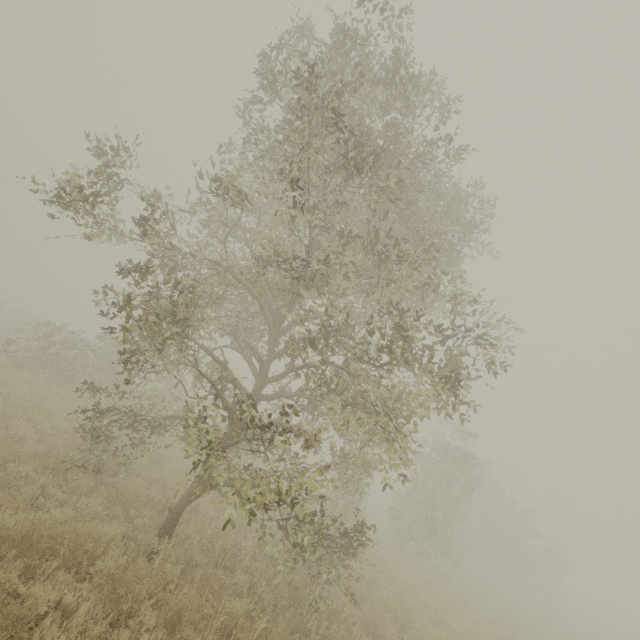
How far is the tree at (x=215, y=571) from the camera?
6.24m

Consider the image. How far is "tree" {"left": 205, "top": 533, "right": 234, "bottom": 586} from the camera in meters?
6.2 m

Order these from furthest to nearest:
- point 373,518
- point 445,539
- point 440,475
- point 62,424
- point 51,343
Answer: point 373,518, point 440,475, point 51,343, point 445,539, point 62,424

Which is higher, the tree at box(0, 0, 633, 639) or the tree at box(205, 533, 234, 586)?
the tree at box(0, 0, 633, 639)

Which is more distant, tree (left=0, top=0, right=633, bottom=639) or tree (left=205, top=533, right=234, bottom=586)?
tree (left=205, top=533, right=234, bottom=586)

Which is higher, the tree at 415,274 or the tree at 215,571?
the tree at 415,274
